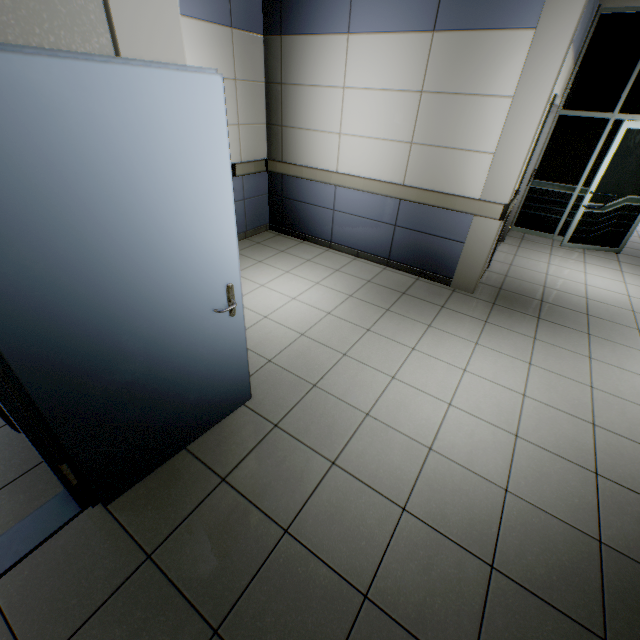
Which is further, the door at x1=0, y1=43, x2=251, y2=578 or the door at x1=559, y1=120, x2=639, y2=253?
the door at x1=559, y1=120, x2=639, y2=253

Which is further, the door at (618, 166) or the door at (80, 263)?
the door at (618, 166)

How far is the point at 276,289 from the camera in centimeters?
399cm
